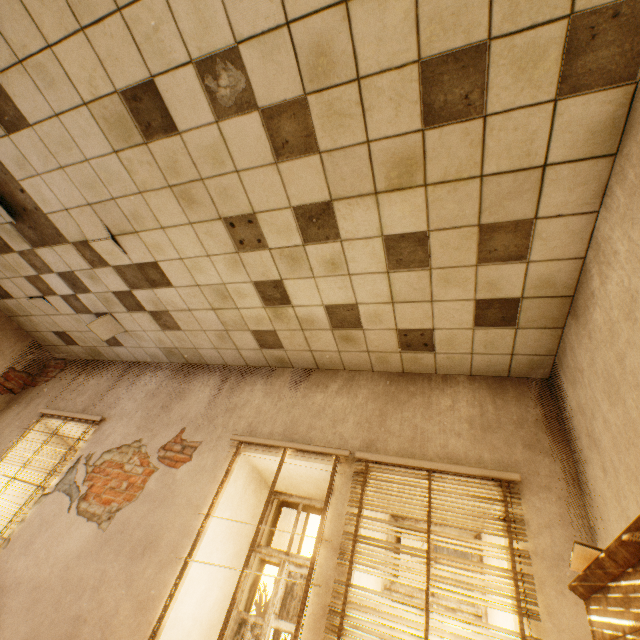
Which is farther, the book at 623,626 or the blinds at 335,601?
the blinds at 335,601

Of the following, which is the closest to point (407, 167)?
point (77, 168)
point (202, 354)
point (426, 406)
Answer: point (426, 406)

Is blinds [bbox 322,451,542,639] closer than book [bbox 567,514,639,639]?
No

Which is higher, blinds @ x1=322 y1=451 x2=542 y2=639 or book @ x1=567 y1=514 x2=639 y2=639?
book @ x1=567 y1=514 x2=639 y2=639

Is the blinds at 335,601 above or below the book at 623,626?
below
